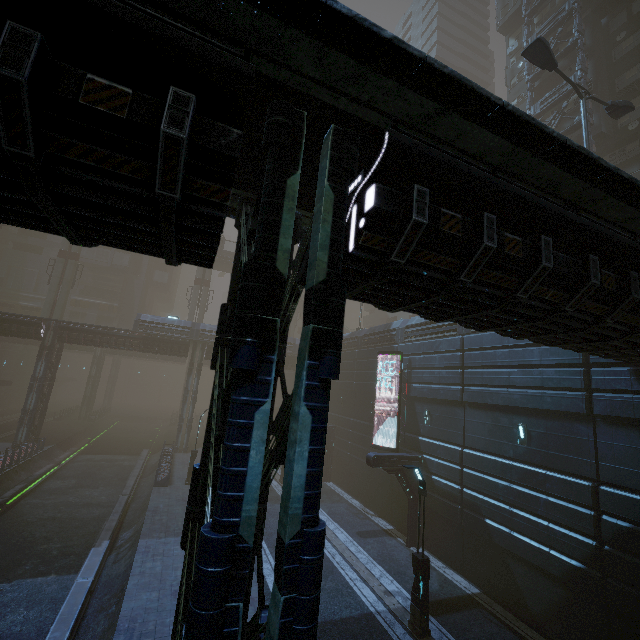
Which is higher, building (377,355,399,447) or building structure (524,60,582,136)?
building structure (524,60,582,136)

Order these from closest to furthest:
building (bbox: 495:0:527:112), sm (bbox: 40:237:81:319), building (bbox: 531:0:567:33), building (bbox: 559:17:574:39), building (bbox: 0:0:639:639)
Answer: building (bbox: 0:0:639:639) → building (bbox: 559:17:574:39) → building (bbox: 531:0:567:33) → building (bbox: 495:0:527:112) → sm (bbox: 40:237:81:319)

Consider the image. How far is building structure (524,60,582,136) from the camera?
26.62m

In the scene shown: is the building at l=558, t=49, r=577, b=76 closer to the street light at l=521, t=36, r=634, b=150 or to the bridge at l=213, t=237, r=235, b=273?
the street light at l=521, t=36, r=634, b=150

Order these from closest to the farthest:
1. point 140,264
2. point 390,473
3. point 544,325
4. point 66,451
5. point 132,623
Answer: point 544,325
point 132,623
point 390,473
point 66,451
point 140,264

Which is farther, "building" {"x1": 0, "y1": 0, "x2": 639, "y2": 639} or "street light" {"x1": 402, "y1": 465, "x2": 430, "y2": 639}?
"street light" {"x1": 402, "y1": 465, "x2": 430, "y2": 639}

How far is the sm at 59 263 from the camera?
39.8 meters

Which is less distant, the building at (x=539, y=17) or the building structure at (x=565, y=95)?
the building structure at (x=565, y=95)
